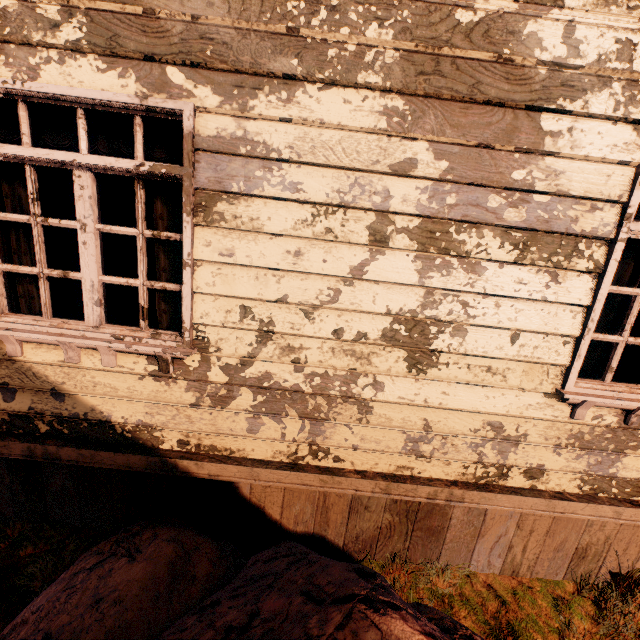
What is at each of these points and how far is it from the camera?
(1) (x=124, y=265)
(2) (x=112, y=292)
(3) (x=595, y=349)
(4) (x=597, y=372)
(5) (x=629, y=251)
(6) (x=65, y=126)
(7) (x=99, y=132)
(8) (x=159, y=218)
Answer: (1) desk, 5.2 meters
(2) desk, 5.6 meters
(3) curtain, 2.3 meters
(4) bp, 3.5 meters
(5) curtain, 2.2 meters
(6) curtain, 2.0 meters
(7) curtain, 2.0 meters
(8) curtain, 2.1 meters

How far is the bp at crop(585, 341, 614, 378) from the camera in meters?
3.4 m

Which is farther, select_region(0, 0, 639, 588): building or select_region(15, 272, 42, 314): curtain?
select_region(15, 272, 42, 314): curtain

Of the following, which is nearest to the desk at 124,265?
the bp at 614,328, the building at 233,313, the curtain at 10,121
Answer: the building at 233,313

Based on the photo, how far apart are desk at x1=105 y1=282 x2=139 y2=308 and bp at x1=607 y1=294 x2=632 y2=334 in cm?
609

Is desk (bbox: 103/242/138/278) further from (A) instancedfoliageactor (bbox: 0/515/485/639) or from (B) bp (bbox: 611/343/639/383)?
(B) bp (bbox: 611/343/639/383)

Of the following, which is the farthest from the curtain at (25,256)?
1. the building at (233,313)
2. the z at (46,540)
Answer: the z at (46,540)

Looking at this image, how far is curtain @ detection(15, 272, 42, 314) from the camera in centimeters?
227cm
